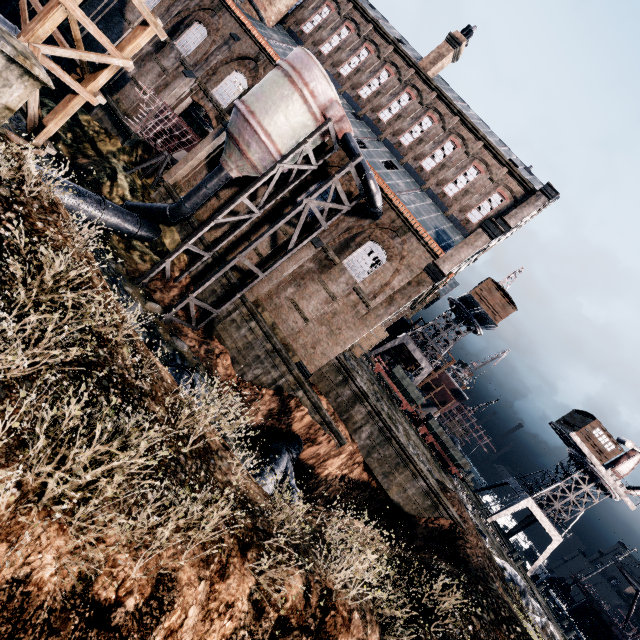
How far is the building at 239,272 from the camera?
24.1 meters

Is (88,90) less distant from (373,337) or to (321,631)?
(321,631)

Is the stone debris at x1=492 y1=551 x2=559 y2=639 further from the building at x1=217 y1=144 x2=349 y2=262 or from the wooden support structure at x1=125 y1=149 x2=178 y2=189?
the wooden support structure at x1=125 y1=149 x2=178 y2=189

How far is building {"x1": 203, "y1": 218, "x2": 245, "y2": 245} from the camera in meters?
24.1 m

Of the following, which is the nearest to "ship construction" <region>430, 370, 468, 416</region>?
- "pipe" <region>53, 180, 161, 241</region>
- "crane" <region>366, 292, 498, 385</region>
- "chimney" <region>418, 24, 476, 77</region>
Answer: "crane" <region>366, 292, 498, 385</region>

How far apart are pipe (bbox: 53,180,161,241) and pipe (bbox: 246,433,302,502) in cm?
1657

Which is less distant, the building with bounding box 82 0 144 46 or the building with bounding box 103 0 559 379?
the building with bounding box 103 0 559 379

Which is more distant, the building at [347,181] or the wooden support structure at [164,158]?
the wooden support structure at [164,158]
